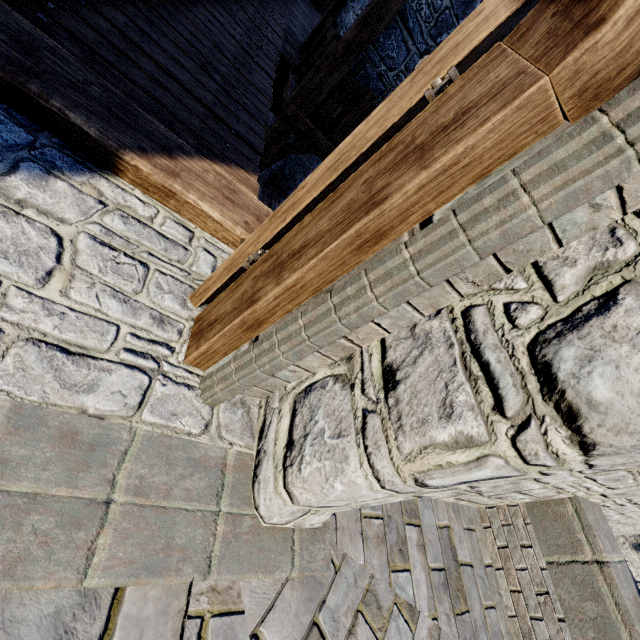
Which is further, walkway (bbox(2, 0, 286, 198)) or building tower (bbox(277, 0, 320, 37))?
building tower (bbox(277, 0, 320, 37))

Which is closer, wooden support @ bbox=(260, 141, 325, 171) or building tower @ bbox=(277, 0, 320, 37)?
wooden support @ bbox=(260, 141, 325, 171)

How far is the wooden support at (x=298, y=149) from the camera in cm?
638

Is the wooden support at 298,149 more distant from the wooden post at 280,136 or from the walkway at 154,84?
the walkway at 154,84

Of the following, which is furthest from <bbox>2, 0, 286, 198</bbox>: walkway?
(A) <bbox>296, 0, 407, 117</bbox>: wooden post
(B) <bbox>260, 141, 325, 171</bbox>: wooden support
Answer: (B) <bbox>260, 141, 325, 171</bbox>: wooden support

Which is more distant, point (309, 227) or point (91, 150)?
point (91, 150)

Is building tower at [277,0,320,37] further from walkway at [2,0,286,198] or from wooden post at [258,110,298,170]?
wooden post at [258,110,298,170]

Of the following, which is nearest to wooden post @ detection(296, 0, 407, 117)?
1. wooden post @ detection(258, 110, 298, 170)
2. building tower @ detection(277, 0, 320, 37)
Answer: wooden post @ detection(258, 110, 298, 170)
